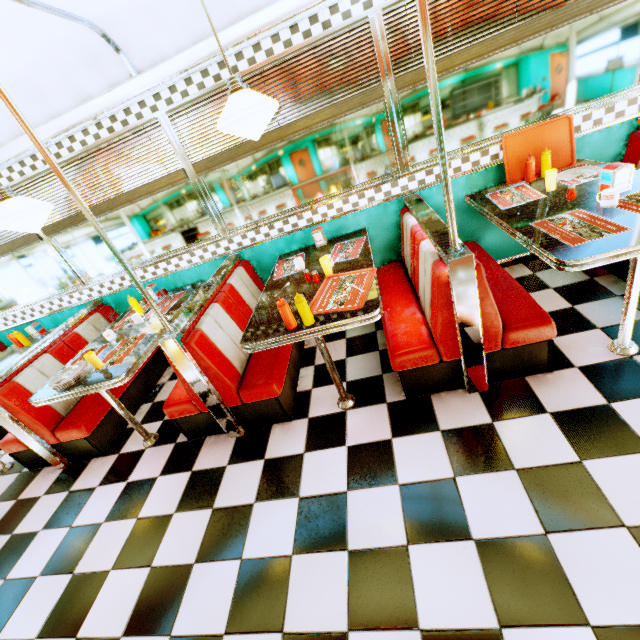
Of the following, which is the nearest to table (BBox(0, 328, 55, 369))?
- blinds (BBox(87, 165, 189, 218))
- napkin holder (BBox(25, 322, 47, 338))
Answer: napkin holder (BBox(25, 322, 47, 338))

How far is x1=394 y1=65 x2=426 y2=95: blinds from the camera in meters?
2.6

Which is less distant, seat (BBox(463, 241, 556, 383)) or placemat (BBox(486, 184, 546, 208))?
seat (BBox(463, 241, 556, 383))

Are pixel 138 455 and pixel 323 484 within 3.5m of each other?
yes

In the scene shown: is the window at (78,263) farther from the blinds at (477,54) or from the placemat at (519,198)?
the placemat at (519,198)

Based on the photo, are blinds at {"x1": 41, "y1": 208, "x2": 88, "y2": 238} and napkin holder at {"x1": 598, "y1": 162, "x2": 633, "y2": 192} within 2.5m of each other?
no

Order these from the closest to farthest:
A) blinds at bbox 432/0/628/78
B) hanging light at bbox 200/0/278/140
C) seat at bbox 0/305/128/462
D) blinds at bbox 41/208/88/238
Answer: hanging light at bbox 200/0/278/140 < blinds at bbox 432/0/628/78 < seat at bbox 0/305/128/462 < blinds at bbox 41/208/88/238

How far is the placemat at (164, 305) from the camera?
3.4 meters
